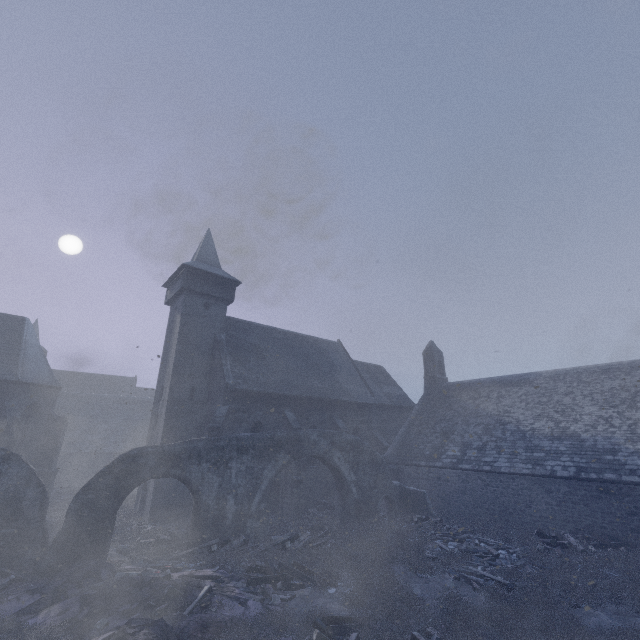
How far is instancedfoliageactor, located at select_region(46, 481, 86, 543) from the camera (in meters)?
15.44

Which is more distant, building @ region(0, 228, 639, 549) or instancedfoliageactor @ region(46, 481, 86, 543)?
building @ region(0, 228, 639, 549)

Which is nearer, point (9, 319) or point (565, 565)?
point (565, 565)

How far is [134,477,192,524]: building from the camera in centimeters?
1717cm

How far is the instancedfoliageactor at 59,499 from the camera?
15.4m

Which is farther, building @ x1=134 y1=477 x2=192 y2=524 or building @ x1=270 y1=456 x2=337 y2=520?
building @ x1=270 y1=456 x2=337 y2=520

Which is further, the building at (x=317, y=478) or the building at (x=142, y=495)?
the building at (x=317, y=478)
